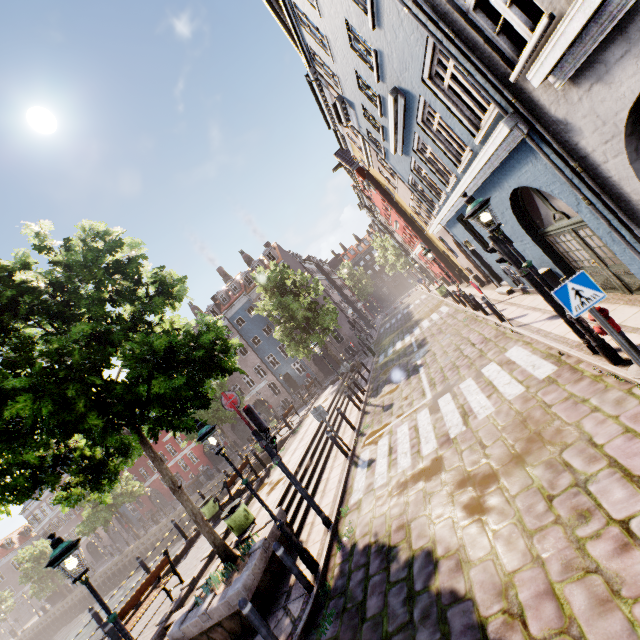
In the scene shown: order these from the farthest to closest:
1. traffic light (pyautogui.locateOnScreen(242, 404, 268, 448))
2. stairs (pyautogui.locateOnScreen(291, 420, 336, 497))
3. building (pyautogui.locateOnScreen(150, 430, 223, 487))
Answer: building (pyautogui.locateOnScreen(150, 430, 223, 487)) < stairs (pyautogui.locateOnScreen(291, 420, 336, 497)) < traffic light (pyautogui.locateOnScreen(242, 404, 268, 448))

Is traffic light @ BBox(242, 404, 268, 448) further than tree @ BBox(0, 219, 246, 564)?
Yes

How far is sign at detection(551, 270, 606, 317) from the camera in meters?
4.5

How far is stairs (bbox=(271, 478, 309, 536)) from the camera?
8.9m

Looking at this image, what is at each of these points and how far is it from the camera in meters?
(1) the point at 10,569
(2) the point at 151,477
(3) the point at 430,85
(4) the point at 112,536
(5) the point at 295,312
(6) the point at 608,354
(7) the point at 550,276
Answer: (1) building, 56.2 m
(2) building, 44.7 m
(3) building, 7.1 m
(4) building, 47.6 m
(5) tree, 22.7 m
(6) street light, 5.4 m
(7) electrical box, 8.7 m

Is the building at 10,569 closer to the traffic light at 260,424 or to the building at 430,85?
the building at 430,85

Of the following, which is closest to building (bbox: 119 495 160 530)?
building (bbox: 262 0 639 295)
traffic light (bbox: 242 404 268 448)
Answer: building (bbox: 262 0 639 295)

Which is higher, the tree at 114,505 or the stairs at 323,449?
the tree at 114,505
